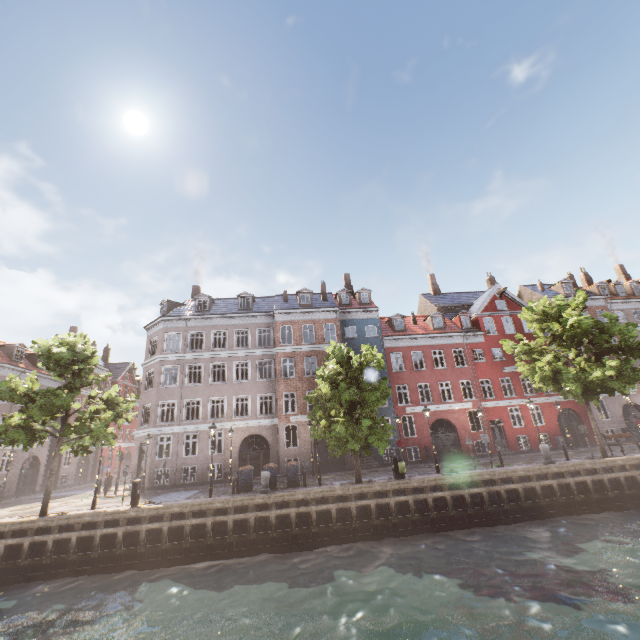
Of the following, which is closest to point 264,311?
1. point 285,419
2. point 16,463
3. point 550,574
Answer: point 285,419

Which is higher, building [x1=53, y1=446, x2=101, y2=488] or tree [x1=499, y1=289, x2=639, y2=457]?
tree [x1=499, y1=289, x2=639, y2=457]

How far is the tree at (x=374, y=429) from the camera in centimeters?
1708cm

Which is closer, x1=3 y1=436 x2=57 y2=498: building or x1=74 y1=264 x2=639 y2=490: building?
x1=74 y1=264 x2=639 y2=490: building

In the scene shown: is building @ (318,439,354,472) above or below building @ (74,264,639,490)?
→ below

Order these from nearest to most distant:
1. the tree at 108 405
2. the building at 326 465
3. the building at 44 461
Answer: the tree at 108 405, the building at 326 465, the building at 44 461
